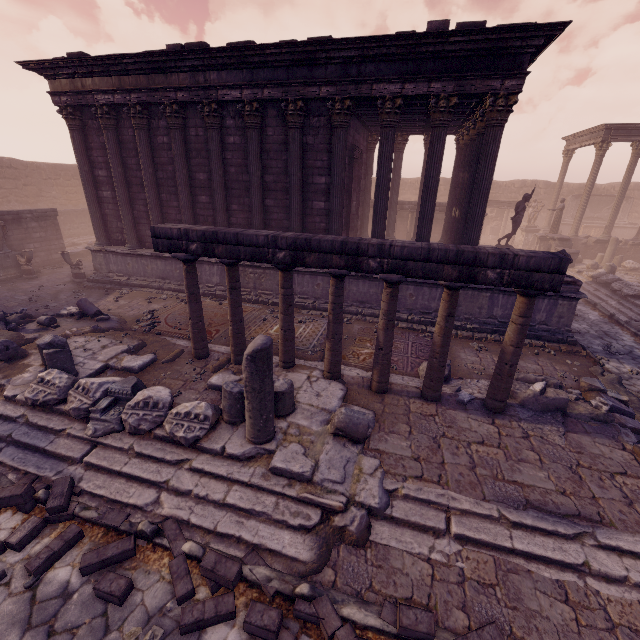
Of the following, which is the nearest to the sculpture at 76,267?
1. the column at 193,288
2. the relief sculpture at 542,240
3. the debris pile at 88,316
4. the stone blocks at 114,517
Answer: the debris pile at 88,316

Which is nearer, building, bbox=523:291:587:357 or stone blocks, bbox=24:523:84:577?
stone blocks, bbox=24:523:84:577

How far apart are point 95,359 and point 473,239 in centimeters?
1055cm

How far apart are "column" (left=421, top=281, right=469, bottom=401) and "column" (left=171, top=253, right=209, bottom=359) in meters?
4.9 m

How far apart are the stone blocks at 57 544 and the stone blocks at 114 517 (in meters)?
0.16

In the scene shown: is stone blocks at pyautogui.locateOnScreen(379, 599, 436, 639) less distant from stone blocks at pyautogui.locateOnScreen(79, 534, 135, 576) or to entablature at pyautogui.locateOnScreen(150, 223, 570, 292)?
stone blocks at pyautogui.locateOnScreen(79, 534, 135, 576)

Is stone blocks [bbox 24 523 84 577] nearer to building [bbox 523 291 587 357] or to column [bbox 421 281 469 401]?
column [bbox 421 281 469 401]

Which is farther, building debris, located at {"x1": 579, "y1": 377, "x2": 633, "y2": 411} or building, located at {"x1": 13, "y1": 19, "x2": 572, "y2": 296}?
building, located at {"x1": 13, "y1": 19, "x2": 572, "y2": 296}
